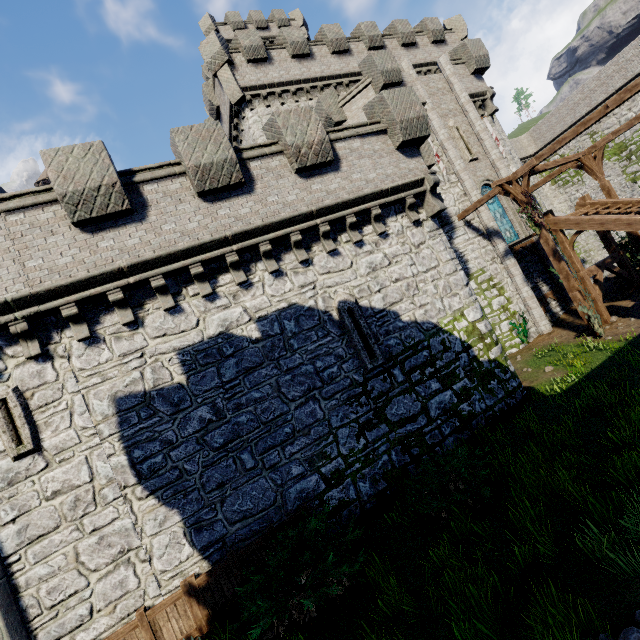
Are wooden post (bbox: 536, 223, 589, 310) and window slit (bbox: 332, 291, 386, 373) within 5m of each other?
no

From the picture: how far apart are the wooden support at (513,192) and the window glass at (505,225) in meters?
3.3 m

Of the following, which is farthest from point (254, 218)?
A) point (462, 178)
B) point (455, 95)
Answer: point (455, 95)

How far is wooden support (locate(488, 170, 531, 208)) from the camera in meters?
13.8 m

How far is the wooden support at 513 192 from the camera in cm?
1377

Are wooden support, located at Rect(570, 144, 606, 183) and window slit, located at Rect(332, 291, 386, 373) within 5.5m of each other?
no

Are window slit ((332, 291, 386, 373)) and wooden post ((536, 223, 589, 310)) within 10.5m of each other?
yes

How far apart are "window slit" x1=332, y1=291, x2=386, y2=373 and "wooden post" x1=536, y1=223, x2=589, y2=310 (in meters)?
9.74
